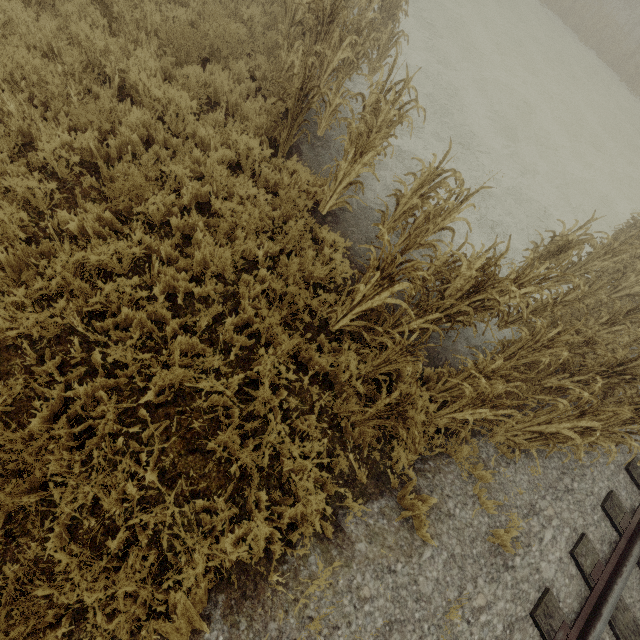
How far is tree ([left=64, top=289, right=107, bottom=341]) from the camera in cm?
315

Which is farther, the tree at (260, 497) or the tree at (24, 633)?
the tree at (260, 497)

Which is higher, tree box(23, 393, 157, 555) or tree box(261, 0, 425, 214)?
tree box(261, 0, 425, 214)

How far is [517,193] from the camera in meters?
9.7 m

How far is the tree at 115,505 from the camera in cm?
266

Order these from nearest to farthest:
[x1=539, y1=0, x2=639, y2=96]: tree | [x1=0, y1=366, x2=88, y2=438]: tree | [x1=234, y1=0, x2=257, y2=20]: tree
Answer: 1. [x1=0, y1=366, x2=88, y2=438]: tree
2. [x1=234, y1=0, x2=257, y2=20]: tree
3. [x1=539, y1=0, x2=639, y2=96]: tree
